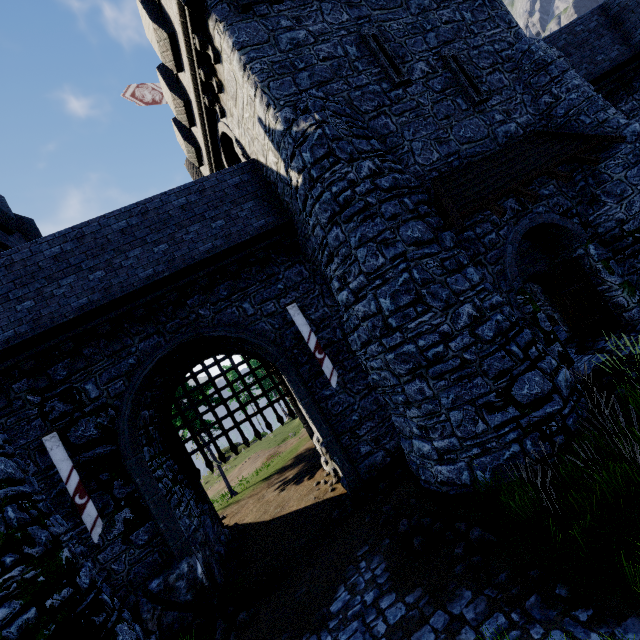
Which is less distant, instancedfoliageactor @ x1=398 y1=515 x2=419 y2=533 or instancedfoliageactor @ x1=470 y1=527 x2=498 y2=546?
instancedfoliageactor @ x1=470 y1=527 x2=498 y2=546

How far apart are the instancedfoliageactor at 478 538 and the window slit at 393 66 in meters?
10.9 m

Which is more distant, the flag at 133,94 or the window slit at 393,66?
the flag at 133,94

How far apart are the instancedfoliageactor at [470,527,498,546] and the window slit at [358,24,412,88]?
10.88m

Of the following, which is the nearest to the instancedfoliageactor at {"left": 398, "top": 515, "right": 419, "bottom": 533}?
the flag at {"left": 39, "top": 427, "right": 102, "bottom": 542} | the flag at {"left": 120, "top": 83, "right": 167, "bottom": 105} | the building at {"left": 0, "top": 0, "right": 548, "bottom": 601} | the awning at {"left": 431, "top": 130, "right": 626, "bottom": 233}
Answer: the building at {"left": 0, "top": 0, "right": 548, "bottom": 601}

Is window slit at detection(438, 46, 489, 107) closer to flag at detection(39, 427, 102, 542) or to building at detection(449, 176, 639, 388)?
building at detection(449, 176, 639, 388)

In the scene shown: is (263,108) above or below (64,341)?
above

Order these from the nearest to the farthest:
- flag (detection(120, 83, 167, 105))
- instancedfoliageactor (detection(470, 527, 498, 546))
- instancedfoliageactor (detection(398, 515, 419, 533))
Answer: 1. instancedfoliageactor (detection(470, 527, 498, 546))
2. instancedfoliageactor (detection(398, 515, 419, 533))
3. flag (detection(120, 83, 167, 105))
